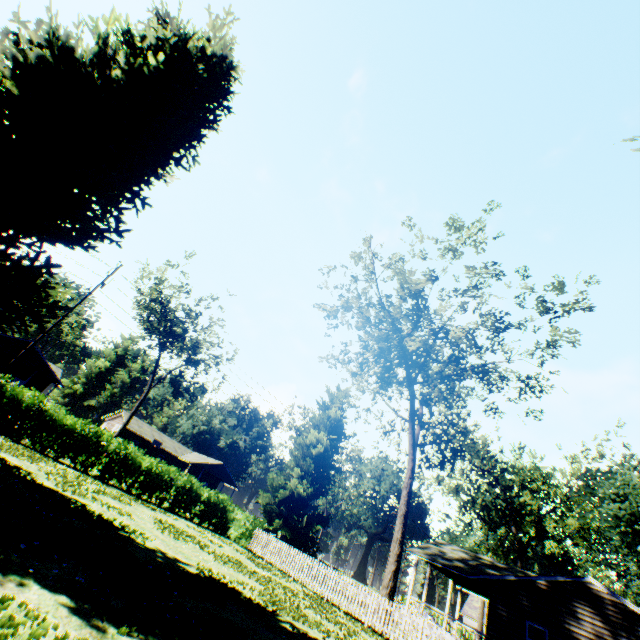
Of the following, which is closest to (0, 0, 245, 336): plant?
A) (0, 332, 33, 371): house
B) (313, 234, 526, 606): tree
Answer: (313, 234, 526, 606): tree

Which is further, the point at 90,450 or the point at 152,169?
the point at 90,450

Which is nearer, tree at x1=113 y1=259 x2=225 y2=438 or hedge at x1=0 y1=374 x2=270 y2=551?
hedge at x1=0 y1=374 x2=270 y2=551

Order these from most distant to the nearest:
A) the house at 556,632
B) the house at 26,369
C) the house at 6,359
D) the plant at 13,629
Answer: the house at 26,369, the house at 6,359, the house at 556,632, the plant at 13,629

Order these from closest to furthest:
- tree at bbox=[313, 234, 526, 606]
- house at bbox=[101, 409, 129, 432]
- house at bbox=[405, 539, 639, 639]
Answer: house at bbox=[405, 539, 639, 639] < tree at bbox=[313, 234, 526, 606] < house at bbox=[101, 409, 129, 432]

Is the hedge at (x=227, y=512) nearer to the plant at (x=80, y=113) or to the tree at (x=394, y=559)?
the plant at (x=80, y=113)

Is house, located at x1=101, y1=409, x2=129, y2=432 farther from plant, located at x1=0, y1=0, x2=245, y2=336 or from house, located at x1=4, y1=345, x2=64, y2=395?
plant, located at x1=0, y1=0, x2=245, y2=336

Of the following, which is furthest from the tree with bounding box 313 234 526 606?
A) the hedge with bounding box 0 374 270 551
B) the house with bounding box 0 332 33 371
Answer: the house with bounding box 0 332 33 371
